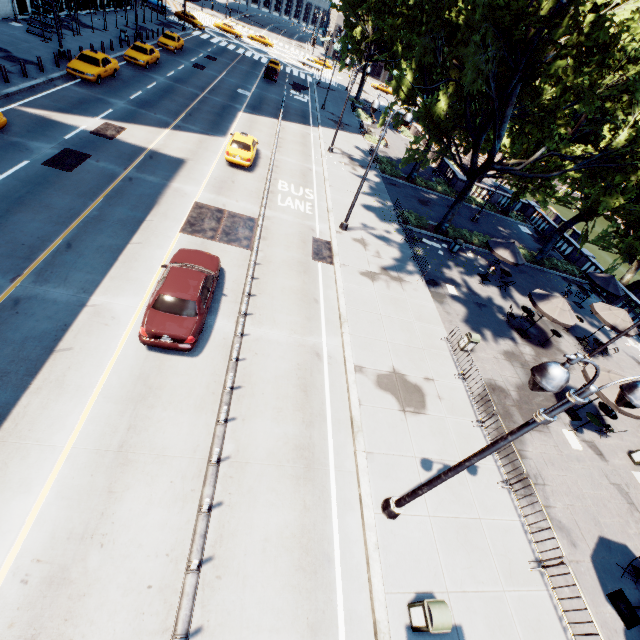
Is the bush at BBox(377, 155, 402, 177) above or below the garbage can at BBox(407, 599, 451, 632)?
below

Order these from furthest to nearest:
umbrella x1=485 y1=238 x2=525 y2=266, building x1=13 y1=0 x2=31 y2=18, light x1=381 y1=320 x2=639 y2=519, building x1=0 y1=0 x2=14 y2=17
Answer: building x1=13 y1=0 x2=31 y2=18
building x1=0 y1=0 x2=14 y2=17
umbrella x1=485 y1=238 x2=525 y2=266
light x1=381 y1=320 x2=639 y2=519

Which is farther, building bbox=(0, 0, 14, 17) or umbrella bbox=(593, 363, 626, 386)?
building bbox=(0, 0, 14, 17)

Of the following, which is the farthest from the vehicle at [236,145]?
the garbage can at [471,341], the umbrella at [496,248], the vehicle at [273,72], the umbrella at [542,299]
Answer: the vehicle at [273,72]

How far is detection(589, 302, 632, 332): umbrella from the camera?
18.9 meters

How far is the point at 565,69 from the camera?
16.3 meters

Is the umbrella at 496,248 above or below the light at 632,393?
below

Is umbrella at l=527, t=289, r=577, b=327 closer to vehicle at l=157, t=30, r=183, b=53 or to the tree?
the tree
